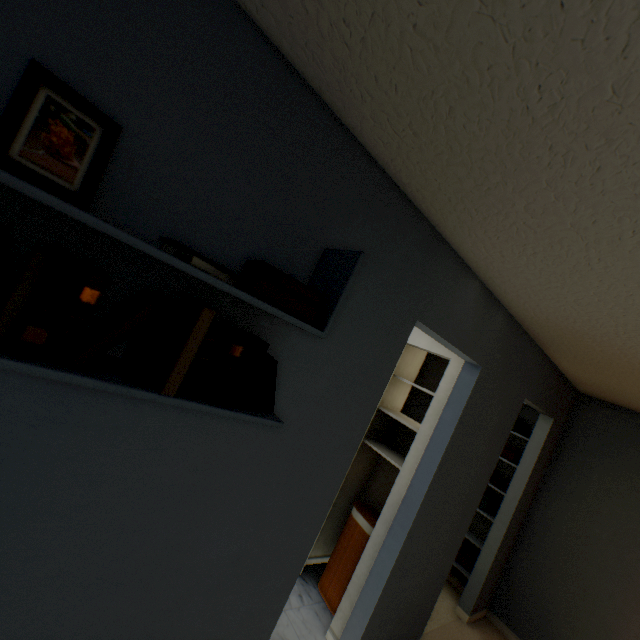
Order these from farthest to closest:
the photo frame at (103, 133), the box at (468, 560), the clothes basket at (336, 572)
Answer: the box at (468, 560), the clothes basket at (336, 572), the photo frame at (103, 133)

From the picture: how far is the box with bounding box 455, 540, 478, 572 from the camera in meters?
3.3

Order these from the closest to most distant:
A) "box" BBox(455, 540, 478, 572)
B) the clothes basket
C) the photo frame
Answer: the photo frame, the clothes basket, "box" BBox(455, 540, 478, 572)

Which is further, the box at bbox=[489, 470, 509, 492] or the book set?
the box at bbox=[489, 470, 509, 492]

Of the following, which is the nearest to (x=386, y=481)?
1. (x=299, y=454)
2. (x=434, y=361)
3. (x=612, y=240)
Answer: (x=434, y=361)

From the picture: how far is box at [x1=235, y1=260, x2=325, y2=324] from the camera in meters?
0.9 m

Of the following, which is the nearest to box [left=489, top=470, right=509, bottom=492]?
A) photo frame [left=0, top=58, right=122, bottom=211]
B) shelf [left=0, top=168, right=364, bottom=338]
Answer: shelf [left=0, top=168, right=364, bottom=338]

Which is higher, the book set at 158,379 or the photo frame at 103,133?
the photo frame at 103,133
